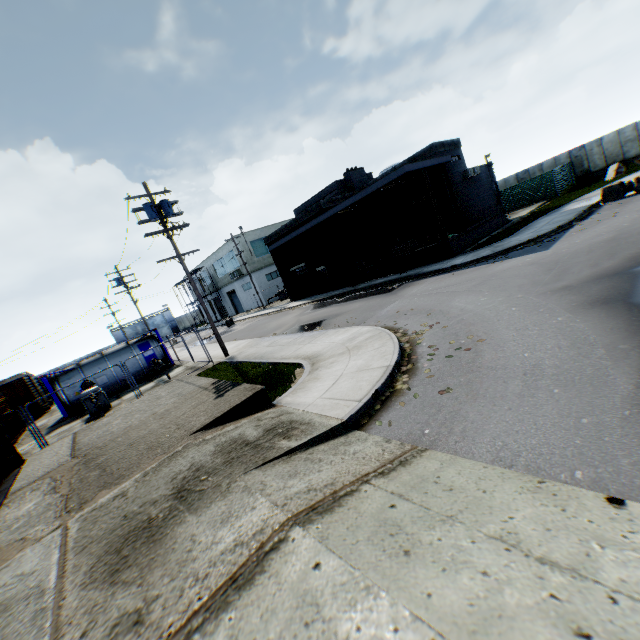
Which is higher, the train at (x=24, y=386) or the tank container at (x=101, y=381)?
the train at (x=24, y=386)

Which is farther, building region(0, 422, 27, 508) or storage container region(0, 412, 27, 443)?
storage container region(0, 412, 27, 443)

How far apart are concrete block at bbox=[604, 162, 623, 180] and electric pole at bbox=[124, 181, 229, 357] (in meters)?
31.55

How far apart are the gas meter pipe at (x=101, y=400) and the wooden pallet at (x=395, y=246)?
19.4 meters

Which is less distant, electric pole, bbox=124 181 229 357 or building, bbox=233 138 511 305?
electric pole, bbox=124 181 229 357

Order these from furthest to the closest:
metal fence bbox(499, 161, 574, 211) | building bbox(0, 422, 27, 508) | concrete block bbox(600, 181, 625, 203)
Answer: metal fence bbox(499, 161, 574, 211) < concrete block bbox(600, 181, 625, 203) < building bbox(0, 422, 27, 508)

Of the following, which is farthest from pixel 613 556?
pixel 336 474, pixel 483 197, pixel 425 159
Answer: pixel 483 197

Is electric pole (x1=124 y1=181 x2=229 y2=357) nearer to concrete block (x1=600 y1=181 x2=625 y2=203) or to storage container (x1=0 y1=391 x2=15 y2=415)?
storage container (x1=0 y1=391 x2=15 y2=415)
